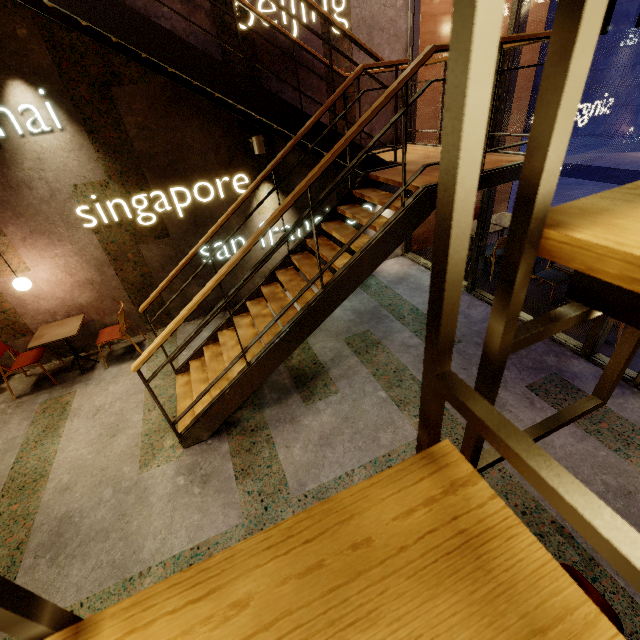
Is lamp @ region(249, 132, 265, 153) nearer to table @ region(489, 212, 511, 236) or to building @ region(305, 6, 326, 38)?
building @ region(305, 6, 326, 38)

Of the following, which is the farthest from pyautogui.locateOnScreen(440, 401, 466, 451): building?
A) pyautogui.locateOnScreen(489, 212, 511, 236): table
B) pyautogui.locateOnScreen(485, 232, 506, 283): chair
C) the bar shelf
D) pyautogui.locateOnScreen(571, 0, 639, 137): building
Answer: pyautogui.locateOnScreen(571, 0, 639, 137): building

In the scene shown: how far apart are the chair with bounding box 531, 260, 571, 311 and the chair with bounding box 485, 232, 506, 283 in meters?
0.5 m

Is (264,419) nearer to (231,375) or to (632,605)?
(231,375)

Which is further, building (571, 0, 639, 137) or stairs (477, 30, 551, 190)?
building (571, 0, 639, 137)

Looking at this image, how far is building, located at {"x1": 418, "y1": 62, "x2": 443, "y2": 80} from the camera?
5.48m

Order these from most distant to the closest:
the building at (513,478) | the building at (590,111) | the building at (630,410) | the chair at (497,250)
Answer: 1. the building at (590,111)
2. the chair at (497,250)
3. the building at (630,410)
4. the building at (513,478)

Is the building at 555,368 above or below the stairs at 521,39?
below
